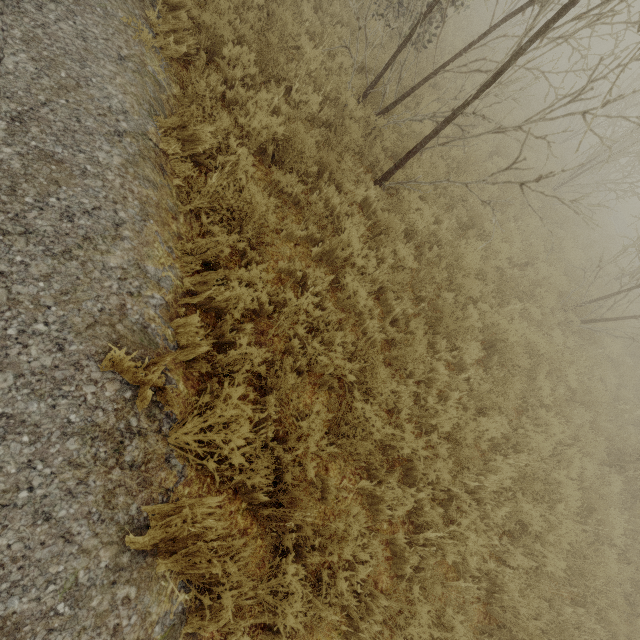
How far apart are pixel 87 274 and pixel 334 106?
5.3m
